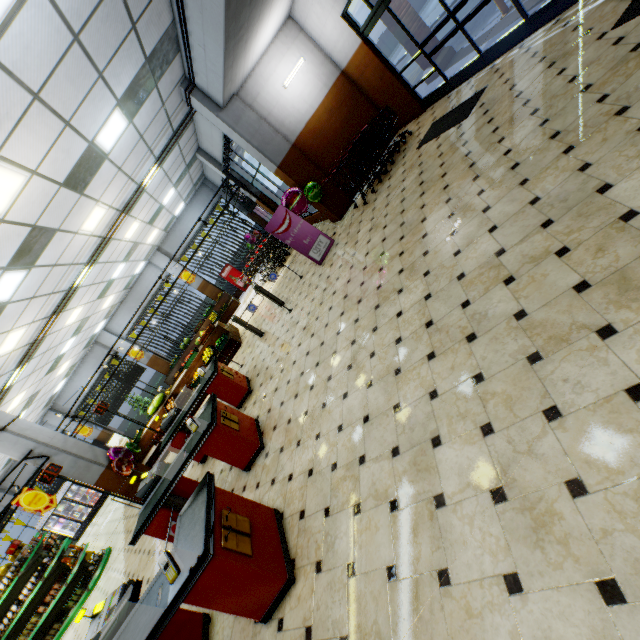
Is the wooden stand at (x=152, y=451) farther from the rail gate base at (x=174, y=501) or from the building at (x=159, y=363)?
the rail gate base at (x=174, y=501)

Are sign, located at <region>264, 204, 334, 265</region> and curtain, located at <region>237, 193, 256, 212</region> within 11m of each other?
yes

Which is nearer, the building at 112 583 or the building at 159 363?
the building at 112 583

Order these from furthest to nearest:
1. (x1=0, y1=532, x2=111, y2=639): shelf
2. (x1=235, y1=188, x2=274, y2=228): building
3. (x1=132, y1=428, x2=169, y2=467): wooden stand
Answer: (x1=235, y1=188, x2=274, y2=228): building, (x1=132, y1=428, x2=169, y2=467): wooden stand, (x1=0, y1=532, x2=111, y2=639): shelf

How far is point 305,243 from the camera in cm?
830

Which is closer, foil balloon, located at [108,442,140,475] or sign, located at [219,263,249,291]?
foil balloon, located at [108,442,140,475]

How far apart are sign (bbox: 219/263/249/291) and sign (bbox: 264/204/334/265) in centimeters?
999cm

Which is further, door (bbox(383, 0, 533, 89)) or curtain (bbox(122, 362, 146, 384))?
curtain (bbox(122, 362, 146, 384))
